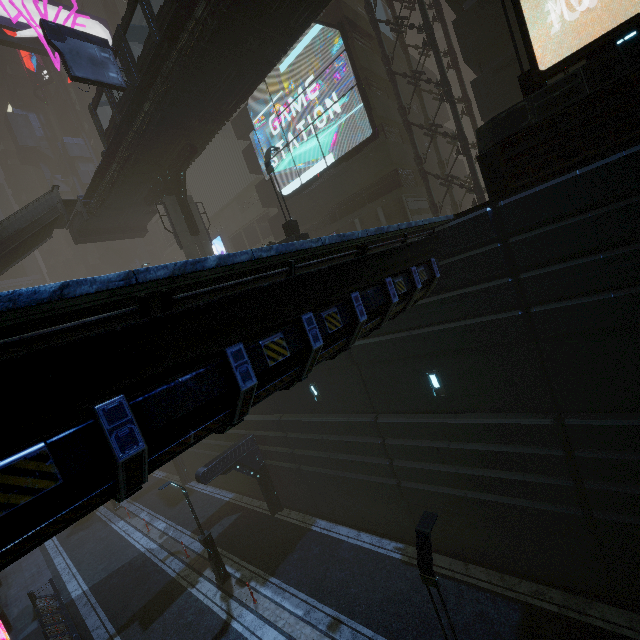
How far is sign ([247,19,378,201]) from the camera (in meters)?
19.59

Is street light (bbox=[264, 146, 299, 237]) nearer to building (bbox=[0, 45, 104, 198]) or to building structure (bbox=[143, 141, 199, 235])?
building (bbox=[0, 45, 104, 198])

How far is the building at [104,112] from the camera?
46.6 meters

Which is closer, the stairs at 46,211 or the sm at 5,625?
the sm at 5,625

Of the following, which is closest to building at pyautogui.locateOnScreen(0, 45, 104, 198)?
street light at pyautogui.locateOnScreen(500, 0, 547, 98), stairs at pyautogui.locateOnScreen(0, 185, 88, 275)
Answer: street light at pyautogui.locateOnScreen(500, 0, 547, 98)

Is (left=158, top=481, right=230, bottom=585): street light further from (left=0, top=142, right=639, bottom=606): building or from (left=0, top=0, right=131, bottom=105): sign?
(left=0, top=0, right=131, bottom=105): sign

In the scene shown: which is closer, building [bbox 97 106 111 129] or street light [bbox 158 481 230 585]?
street light [bbox 158 481 230 585]

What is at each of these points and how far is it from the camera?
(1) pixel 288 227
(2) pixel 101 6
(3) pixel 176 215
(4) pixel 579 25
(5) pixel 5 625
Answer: (1) street light, 15.9m
(2) building, 40.2m
(3) sm, 22.5m
(4) building, 13.4m
(5) sm, 17.1m
